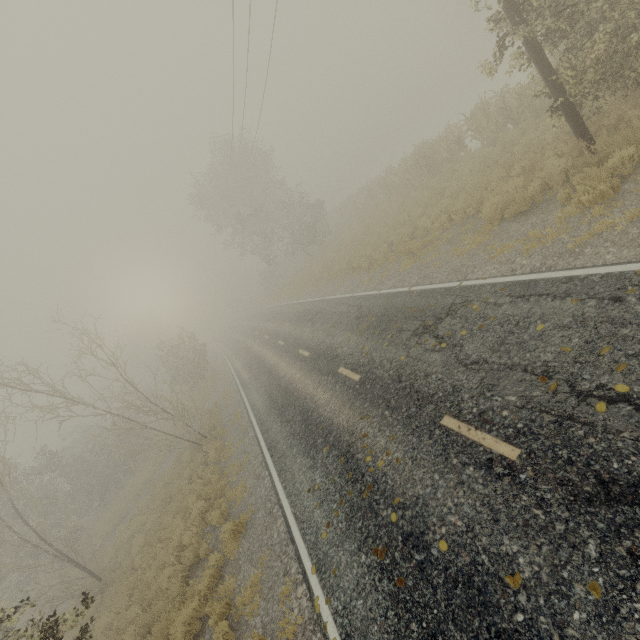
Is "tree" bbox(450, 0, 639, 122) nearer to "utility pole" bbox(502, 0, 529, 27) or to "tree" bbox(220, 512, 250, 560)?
"utility pole" bbox(502, 0, 529, 27)

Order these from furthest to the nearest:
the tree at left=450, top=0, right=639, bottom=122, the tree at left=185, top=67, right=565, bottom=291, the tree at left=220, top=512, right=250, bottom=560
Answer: the tree at left=185, top=67, right=565, bottom=291 → the tree at left=220, top=512, right=250, bottom=560 → the tree at left=450, top=0, right=639, bottom=122

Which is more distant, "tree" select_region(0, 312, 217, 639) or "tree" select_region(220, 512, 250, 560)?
"tree" select_region(0, 312, 217, 639)

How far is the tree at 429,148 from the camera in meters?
14.1 m

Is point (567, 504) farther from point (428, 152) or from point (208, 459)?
point (428, 152)

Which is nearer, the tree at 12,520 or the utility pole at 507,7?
the utility pole at 507,7

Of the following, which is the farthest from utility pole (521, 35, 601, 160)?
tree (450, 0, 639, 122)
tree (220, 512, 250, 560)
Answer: tree (220, 512, 250, 560)
